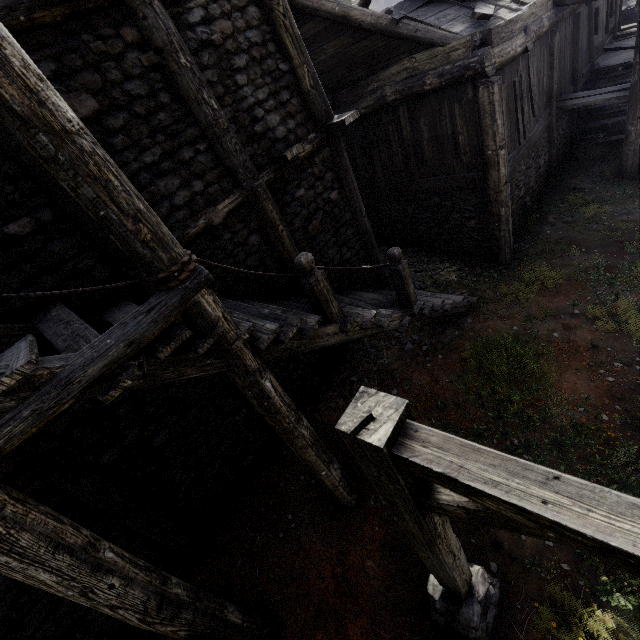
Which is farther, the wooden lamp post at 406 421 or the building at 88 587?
the building at 88 587

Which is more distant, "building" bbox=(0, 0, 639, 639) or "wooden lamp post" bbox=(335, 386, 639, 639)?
"building" bbox=(0, 0, 639, 639)

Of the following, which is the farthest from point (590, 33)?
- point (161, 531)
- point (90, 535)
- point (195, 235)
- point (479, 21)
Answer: point (161, 531)
